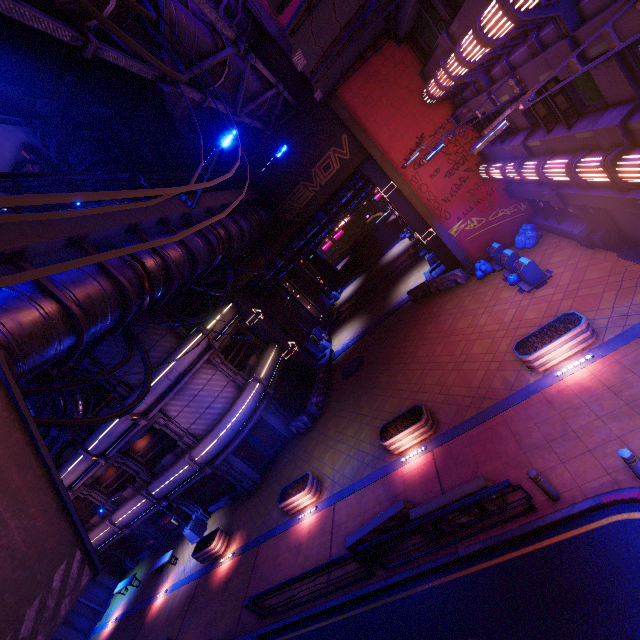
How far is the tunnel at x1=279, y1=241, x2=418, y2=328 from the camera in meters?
31.3

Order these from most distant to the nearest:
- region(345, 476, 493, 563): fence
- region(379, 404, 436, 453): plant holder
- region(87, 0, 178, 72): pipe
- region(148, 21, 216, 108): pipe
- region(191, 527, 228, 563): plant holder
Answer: region(191, 527, 228, 563): plant holder → region(379, 404, 436, 453): plant holder → region(345, 476, 493, 563): fence → region(148, 21, 216, 108): pipe → region(87, 0, 178, 72): pipe

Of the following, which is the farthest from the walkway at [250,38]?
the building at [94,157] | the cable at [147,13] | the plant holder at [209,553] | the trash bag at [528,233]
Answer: the plant holder at [209,553]

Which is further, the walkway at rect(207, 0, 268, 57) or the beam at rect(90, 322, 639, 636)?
the walkway at rect(207, 0, 268, 57)

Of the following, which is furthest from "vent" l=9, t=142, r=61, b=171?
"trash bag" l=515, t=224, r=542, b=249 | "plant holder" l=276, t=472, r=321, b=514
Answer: "trash bag" l=515, t=224, r=542, b=249

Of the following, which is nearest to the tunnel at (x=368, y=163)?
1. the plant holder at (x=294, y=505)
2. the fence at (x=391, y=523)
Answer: the plant holder at (x=294, y=505)

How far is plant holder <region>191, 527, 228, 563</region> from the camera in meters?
17.3 m

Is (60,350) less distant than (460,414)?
Yes
